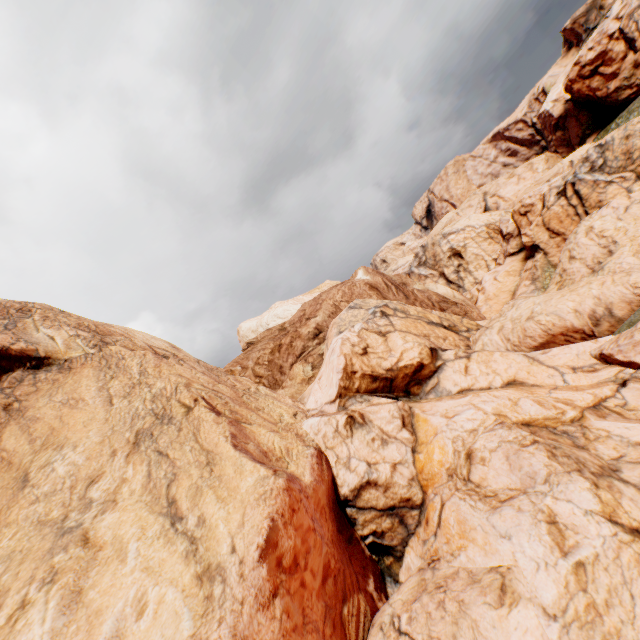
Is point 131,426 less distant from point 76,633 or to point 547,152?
point 76,633
